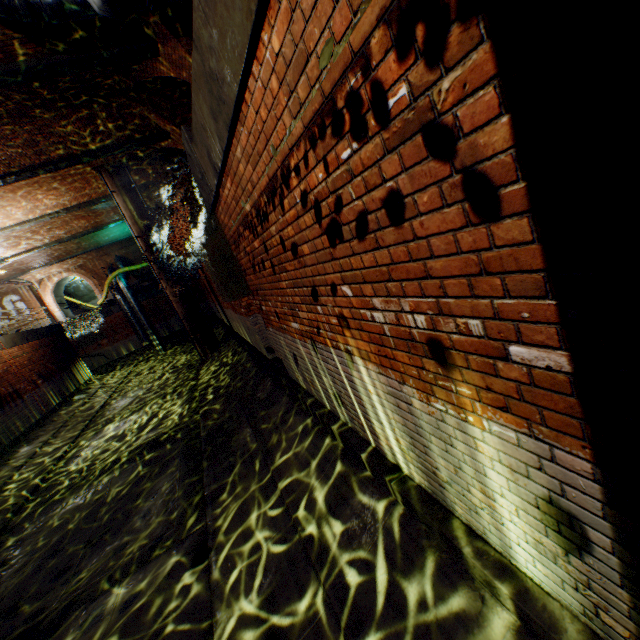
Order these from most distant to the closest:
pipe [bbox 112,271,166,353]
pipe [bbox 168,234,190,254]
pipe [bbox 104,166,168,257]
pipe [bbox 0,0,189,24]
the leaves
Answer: pipe [bbox 112,271,166,353], pipe [bbox 168,234,190,254], pipe [bbox 104,166,168,257], pipe [bbox 0,0,189,24], the leaves

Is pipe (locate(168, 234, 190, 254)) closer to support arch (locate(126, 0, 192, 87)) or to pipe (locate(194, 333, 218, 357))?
pipe (locate(194, 333, 218, 357))

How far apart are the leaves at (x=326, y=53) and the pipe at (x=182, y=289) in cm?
1427

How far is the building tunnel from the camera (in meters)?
31.19

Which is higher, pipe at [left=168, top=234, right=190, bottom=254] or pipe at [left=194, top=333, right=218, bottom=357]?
pipe at [left=168, top=234, right=190, bottom=254]

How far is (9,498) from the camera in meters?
9.2

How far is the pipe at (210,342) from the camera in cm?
1633

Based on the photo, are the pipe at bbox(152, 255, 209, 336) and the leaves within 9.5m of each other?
no
